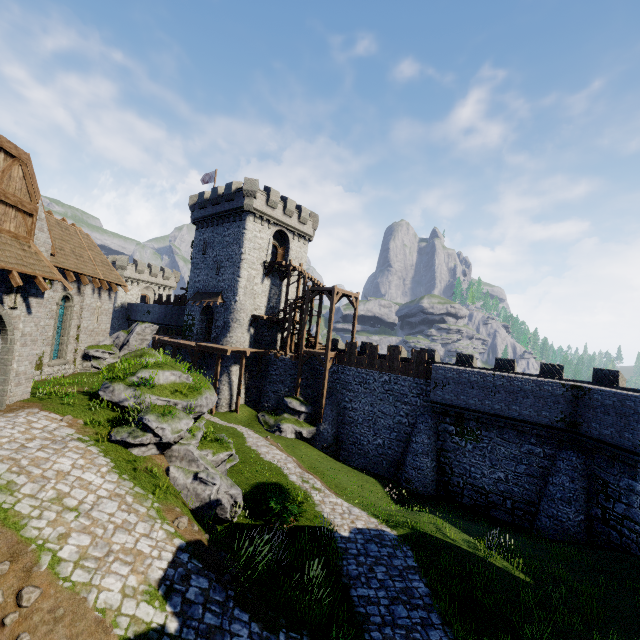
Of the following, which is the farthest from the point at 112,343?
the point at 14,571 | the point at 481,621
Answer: the point at 481,621

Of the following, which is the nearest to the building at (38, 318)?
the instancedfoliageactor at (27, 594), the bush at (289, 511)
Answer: the instancedfoliageactor at (27, 594)

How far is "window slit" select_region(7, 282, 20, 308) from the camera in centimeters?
1132cm

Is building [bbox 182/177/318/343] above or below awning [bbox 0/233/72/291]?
above

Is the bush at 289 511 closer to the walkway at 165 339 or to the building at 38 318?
the building at 38 318

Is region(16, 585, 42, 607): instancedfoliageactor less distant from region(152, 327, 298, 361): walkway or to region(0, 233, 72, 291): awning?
region(0, 233, 72, 291): awning

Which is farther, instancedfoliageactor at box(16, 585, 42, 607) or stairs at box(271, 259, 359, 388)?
stairs at box(271, 259, 359, 388)

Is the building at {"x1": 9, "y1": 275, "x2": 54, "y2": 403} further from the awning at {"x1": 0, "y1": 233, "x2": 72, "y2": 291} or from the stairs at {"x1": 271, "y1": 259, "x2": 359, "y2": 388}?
→ the stairs at {"x1": 271, "y1": 259, "x2": 359, "y2": 388}
